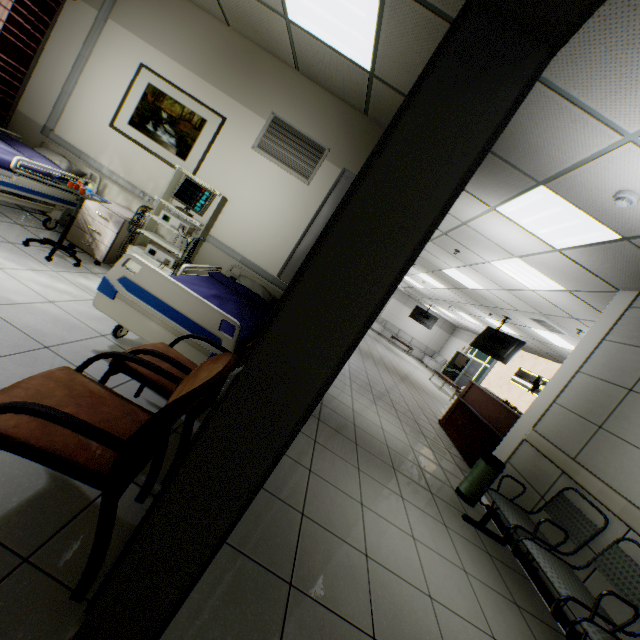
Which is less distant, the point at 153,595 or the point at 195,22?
the point at 153,595

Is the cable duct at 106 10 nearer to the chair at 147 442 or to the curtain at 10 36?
the curtain at 10 36

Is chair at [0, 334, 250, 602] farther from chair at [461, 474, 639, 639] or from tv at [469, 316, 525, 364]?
tv at [469, 316, 525, 364]

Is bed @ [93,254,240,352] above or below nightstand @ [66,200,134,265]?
above

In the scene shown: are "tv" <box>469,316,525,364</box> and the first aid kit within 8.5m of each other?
no

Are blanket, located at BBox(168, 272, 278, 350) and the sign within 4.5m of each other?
no

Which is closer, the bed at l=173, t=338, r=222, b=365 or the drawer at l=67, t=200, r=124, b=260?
the bed at l=173, t=338, r=222, b=365

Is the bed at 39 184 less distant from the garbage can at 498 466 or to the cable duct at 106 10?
the cable duct at 106 10
